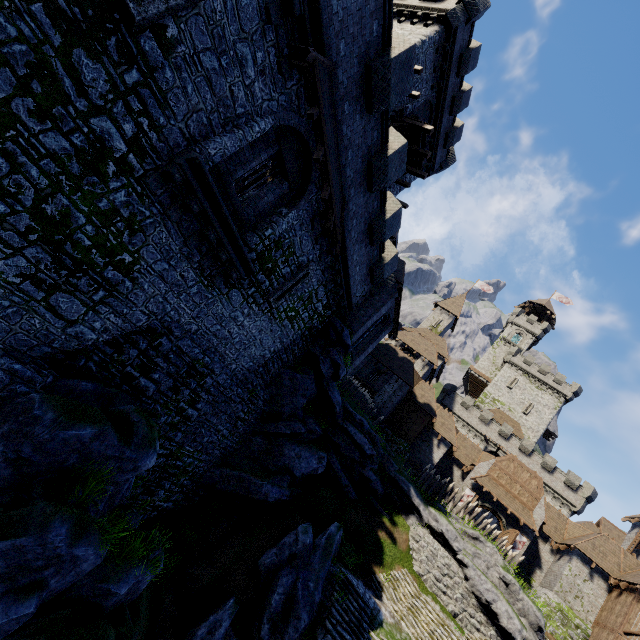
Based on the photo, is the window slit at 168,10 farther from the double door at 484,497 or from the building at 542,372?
the building at 542,372

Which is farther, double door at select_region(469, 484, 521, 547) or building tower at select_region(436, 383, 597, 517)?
building tower at select_region(436, 383, 597, 517)

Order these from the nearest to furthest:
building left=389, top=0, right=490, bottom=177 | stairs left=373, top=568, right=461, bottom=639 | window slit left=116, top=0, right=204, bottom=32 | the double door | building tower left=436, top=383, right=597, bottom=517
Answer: window slit left=116, top=0, right=204, bottom=32
stairs left=373, top=568, right=461, bottom=639
building left=389, top=0, right=490, bottom=177
the double door
building tower left=436, top=383, right=597, bottom=517

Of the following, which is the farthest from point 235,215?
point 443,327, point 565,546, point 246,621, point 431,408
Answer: point 443,327

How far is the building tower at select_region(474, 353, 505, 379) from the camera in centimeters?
5828cm

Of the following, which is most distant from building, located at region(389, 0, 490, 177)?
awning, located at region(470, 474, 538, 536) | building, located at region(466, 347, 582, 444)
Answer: building, located at region(466, 347, 582, 444)

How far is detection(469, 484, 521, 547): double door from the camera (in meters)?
27.60

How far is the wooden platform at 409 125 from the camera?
19.94m
